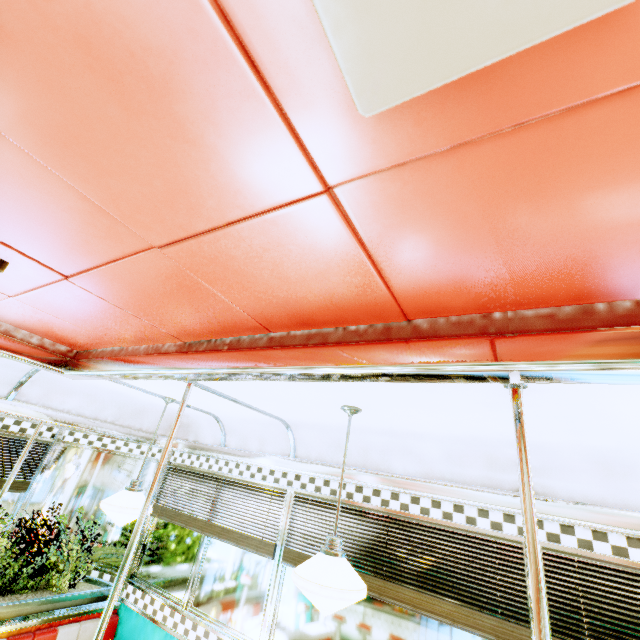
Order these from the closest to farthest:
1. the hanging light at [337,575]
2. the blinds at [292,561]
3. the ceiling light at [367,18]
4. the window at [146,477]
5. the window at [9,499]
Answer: the ceiling light at [367,18] → the hanging light at [337,575] → the blinds at [292,561] → the window at [9,499] → the window at [146,477]

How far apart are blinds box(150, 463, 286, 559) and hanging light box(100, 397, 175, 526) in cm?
83

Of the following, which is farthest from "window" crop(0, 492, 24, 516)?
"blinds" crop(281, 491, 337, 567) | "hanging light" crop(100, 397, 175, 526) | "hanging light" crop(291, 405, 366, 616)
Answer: "hanging light" crop(291, 405, 366, 616)

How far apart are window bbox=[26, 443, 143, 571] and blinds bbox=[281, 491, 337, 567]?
2.1m

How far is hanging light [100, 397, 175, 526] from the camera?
2.6m

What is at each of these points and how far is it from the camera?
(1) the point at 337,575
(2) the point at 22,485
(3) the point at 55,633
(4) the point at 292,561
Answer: (1) hanging light, 1.7m
(2) blinds, 3.6m
(3) seat, 3.0m
(4) blinds, 2.8m

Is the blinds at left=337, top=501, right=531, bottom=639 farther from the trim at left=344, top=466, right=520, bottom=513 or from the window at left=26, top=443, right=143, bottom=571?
the window at left=26, top=443, right=143, bottom=571

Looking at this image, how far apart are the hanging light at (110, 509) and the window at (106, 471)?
1.3m
